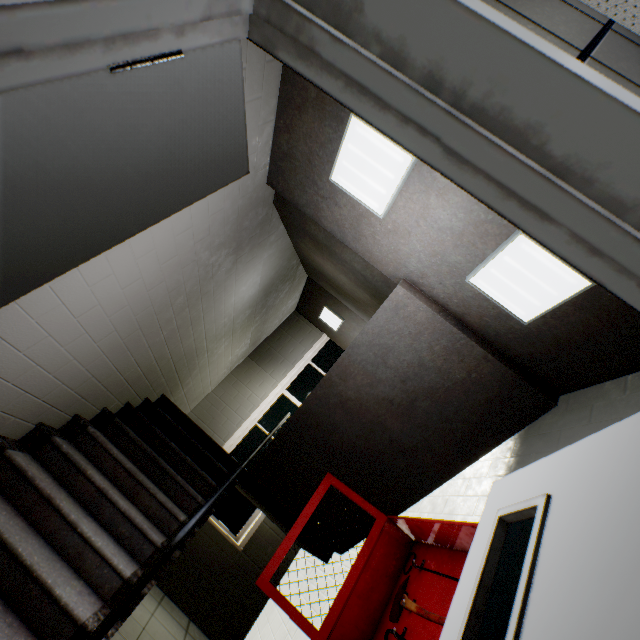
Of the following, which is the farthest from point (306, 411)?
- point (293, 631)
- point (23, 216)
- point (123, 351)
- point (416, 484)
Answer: point (23, 216)

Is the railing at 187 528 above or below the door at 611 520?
below

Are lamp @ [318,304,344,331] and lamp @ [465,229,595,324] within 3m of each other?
no

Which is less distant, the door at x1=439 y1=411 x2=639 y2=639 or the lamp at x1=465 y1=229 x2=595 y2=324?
the door at x1=439 y1=411 x2=639 y2=639

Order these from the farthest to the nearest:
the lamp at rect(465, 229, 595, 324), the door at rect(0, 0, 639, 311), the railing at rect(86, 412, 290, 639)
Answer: the lamp at rect(465, 229, 595, 324)
the railing at rect(86, 412, 290, 639)
the door at rect(0, 0, 639, 311)

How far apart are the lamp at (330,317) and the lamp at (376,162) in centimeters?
426cm

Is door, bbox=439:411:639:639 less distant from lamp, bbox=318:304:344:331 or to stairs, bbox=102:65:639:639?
stairs, bbox=102:65:639:639

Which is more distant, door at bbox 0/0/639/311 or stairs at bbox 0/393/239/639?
stairs at bbox 0/393/239/639
